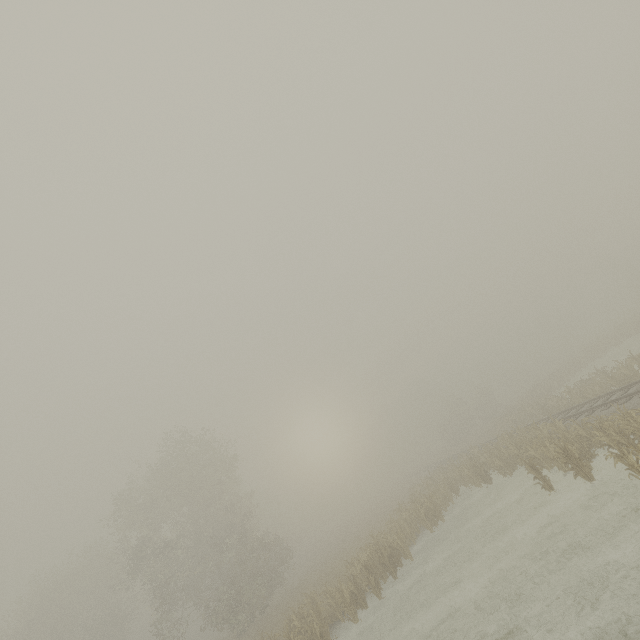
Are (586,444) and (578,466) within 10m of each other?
yes

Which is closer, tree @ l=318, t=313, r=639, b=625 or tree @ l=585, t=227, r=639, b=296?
tree @ l=318, t=313, r=639, b=625

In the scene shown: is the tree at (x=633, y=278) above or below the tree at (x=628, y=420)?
above

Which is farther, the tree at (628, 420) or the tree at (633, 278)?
the tree at (633, 278)

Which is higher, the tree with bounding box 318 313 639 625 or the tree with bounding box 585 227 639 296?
the tree with bounding box 585 227 639 296
